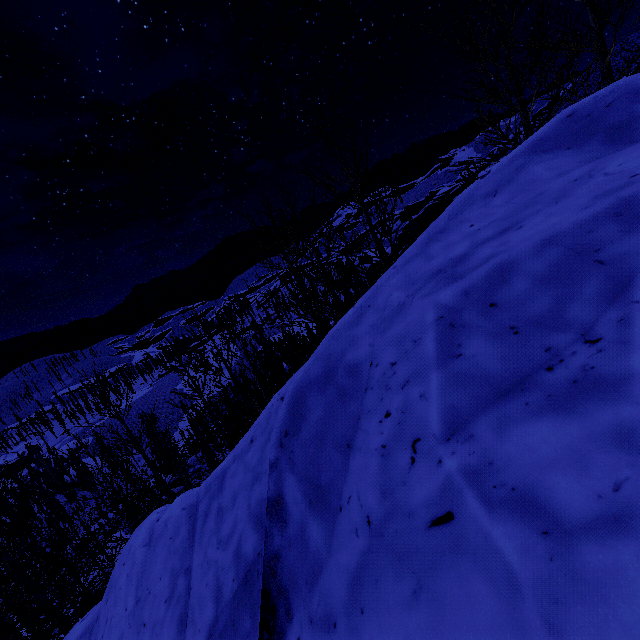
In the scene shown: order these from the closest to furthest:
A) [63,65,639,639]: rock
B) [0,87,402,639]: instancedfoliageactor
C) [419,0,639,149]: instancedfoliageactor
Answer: [63,65,639,639]: rock
[419,0,639,149]: instancedfoliageactor
[0,87,402,639]: instancedfoliageactor

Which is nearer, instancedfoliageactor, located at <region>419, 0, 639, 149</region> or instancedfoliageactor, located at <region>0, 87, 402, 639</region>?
instancedfoliageactor, located at <region>419, 0, 639, 149</region>

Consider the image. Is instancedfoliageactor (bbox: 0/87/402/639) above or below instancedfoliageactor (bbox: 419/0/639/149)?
below

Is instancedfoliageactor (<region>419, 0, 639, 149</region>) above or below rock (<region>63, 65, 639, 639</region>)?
above

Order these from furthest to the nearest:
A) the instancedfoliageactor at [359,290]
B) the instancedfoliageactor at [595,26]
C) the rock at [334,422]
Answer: the instancedfoliageactor at [359,290], the instancedfoliageactor at [595,26], the rock at [334,422]

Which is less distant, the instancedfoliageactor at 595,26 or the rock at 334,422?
the rock at 334,422

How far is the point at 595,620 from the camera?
1.1 meters

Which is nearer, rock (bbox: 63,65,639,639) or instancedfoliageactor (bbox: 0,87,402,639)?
rock (bbox: 63,65,639,639)
